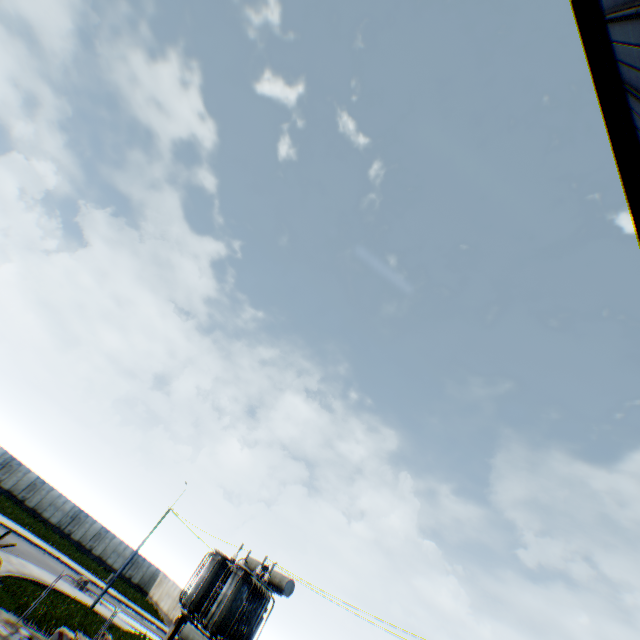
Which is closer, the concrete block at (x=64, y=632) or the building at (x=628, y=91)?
the building at (x=628, y=91)

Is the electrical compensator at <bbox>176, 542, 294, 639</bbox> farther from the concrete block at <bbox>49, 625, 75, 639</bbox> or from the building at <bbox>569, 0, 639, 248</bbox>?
the building at <bbox>569, 0, 639, 248</bbox>

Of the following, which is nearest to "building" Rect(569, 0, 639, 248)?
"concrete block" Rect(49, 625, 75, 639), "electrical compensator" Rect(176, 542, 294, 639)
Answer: "electrical compensator" Rect(176, 542, 294, 639)

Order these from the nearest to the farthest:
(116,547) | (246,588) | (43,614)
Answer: (246,588) → (43,614) → (116,547)

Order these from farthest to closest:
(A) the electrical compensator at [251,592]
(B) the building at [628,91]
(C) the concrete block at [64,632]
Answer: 1. (A) the electrical compensator at [251,592]
2. (C) the concrete block at [64,632]
3. (B) the building at [628,91]

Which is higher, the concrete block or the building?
the building
